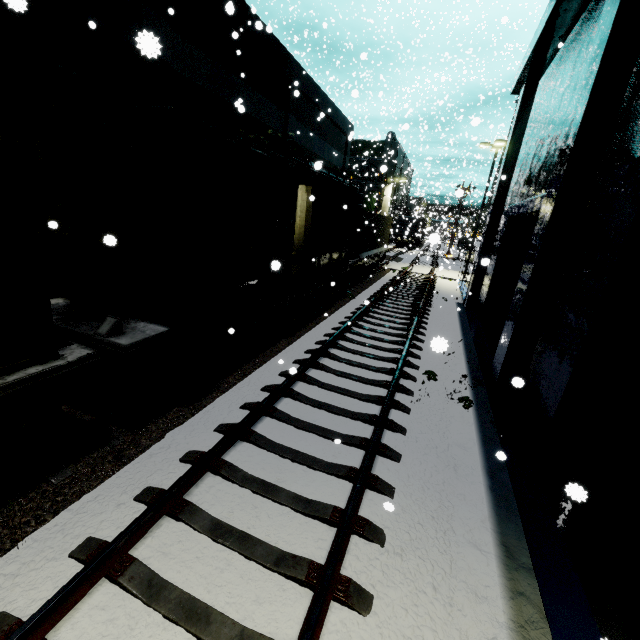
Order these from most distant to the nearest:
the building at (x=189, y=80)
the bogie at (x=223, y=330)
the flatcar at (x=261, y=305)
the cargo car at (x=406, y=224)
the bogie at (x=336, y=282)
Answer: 1. the cargo car at (x=406, y=224)
2. the bogie at (x=336, y=282)
3. the flatcar at (x=261, y=305)
4. the building at (x=189, y=80)
5. the bogie at (x=223, y=330)

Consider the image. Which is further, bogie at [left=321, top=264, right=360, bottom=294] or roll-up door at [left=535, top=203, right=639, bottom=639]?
bogie at [left=321, top=264, right=360, bottom=294]

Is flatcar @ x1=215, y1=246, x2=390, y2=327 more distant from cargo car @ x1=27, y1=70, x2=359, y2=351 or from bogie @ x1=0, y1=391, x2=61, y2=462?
bogie @ x1=0, y1=391, x2=61, y2=462

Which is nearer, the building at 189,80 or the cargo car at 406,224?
the building at 189,80

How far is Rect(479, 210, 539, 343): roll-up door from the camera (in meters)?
11.11

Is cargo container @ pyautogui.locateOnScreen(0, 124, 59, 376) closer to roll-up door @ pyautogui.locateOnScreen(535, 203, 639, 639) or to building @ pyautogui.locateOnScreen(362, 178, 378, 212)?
building @ pyautogui.locateOnScreen(362, 178, 378, 212)

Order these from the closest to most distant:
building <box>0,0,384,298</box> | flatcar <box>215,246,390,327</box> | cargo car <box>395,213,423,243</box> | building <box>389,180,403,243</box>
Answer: building <box>0,0,384,298</box>
flatcar <box>215,246,390,327</box>
cargo car <box>395,213,423,243</box>
building <box>389,180,403,243</box>

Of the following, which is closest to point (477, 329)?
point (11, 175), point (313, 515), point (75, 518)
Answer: point (313, 515)
